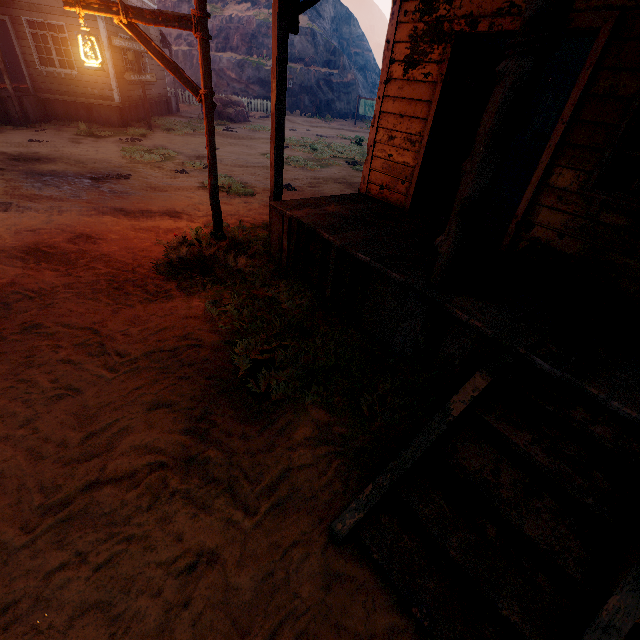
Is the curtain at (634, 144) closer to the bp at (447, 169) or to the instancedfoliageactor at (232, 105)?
the bp at (447, 169)

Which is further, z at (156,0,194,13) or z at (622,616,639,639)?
z at (156,0,194,13)

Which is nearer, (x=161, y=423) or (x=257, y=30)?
(x=161, y=423)

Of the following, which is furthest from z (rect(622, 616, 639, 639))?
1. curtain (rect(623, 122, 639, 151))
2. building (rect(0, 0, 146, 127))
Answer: curtain (rect(623, 122, 639, 151))

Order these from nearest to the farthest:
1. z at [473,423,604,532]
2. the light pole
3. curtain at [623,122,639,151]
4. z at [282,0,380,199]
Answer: z at [473,423,604,532], curtain at [623,122,639,151], the light pole, z at [282,0,380,199]

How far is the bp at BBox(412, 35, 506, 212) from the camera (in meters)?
4.16

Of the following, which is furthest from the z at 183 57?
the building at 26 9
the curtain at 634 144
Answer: the curtain at 634 144

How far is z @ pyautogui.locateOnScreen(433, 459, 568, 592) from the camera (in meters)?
2.10
